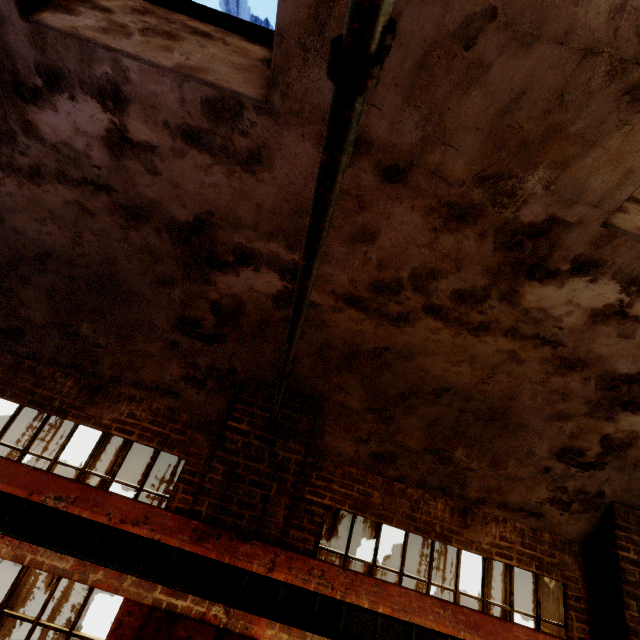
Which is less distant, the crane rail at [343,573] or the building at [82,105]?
the building at [82,105]

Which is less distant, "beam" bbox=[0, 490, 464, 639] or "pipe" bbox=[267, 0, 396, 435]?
"pipe" bbox=[267, 0, 396, 435]

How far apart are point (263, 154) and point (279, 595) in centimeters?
406cm

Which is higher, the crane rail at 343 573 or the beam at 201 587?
the crane rail at 343 573

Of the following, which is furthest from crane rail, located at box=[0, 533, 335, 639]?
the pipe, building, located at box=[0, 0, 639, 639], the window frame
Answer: the window frame

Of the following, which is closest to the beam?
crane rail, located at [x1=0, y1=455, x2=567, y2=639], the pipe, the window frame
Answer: crane rail, located at [x1=0, y1=455, x2=567, y2=639]

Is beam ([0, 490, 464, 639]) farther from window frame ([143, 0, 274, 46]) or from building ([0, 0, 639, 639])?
window frame ([143, 0, 274, 46])

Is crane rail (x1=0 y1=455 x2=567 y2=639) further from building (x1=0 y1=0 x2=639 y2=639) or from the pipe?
the pipe
